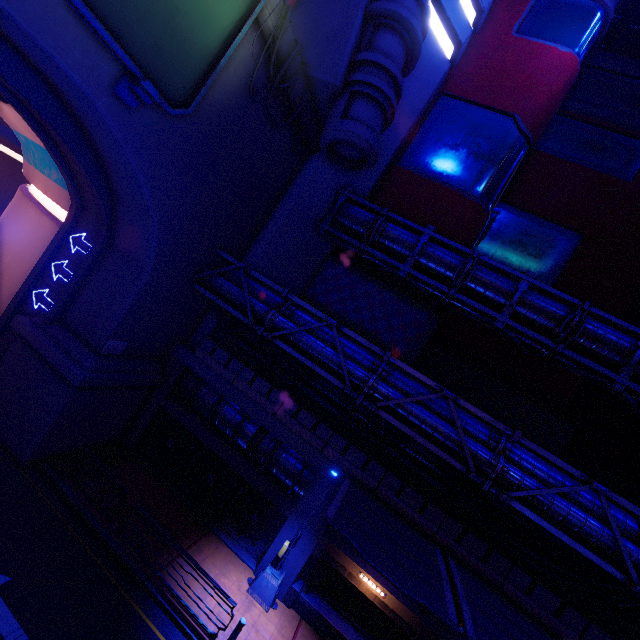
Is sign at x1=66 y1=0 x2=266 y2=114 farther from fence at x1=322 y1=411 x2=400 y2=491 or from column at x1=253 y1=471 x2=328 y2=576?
column at x1=253 y1=471 x2=328 y2=576

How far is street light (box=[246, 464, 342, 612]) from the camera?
12.1 meters

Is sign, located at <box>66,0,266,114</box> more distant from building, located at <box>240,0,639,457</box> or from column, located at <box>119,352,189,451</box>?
column, located at <box>119,352,189,451</box>

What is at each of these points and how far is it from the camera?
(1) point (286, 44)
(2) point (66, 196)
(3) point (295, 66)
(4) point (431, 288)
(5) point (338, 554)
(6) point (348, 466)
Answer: (1) wall arch, 11.8m
(2) tunnel, 14.6m
(3) wall arch, 12.7m
(4) pipe, 16.6m
(5) beam, 12.6m
(6) fence, 13.1m

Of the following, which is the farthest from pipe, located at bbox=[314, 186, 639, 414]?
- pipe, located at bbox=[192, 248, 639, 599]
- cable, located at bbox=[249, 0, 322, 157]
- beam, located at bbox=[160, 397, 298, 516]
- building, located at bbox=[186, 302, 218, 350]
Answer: beam, located at bbox=[160, 397, 298, 516]

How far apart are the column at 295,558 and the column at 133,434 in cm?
789

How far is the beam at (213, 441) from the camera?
13.6m

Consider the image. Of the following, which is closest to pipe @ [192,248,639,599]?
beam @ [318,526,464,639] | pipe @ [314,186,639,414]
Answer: pipe @ [314,186,639,414]
